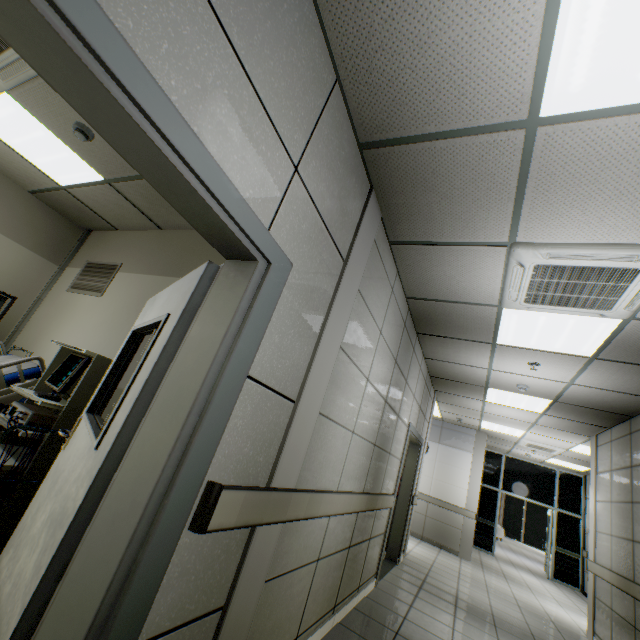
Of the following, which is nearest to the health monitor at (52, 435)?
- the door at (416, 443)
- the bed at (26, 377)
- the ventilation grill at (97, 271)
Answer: the bed at (26, 377)

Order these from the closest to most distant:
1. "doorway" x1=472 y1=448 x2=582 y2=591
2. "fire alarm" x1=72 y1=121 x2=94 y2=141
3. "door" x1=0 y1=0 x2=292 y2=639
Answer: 1. "door" x1=0 y1=0 x2=292 y2=639
2. "fire alarm" x1=72 y1=121 x2=94 y2=141
3. "doorway" x1=472 y1=448 x2=582 y2=591

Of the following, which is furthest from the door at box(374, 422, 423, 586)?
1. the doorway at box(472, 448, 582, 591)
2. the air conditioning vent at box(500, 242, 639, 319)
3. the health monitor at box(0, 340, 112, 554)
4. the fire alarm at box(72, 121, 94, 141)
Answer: the doorway at box(472, 448, 582, 591)

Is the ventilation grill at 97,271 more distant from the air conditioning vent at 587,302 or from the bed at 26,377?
the air conditioning vent at 587,302

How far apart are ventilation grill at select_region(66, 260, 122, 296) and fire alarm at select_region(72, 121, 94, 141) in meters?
1.6

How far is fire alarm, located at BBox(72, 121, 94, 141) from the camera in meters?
2.8

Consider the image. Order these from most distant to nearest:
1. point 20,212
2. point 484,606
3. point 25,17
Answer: point 484,606 < point 20,212 < point 25,17

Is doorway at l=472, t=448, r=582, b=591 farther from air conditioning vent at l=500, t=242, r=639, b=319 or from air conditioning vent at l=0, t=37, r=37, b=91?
air conditioning vent at l=0, t=37, r=37, b=91
